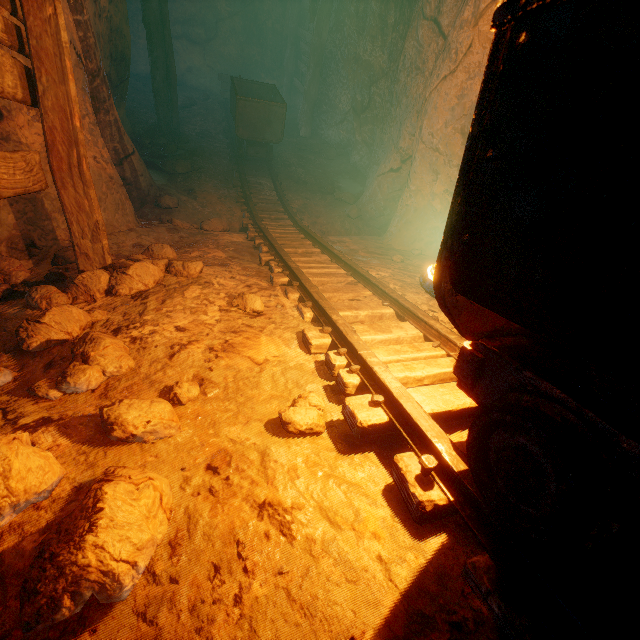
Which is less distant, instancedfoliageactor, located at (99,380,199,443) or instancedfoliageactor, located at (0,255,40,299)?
instancedfoliageactor, located at (99,380,199,443)

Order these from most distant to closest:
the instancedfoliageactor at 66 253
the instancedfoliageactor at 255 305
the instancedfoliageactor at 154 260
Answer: the instancedfoliageactor at 66 253
the instancedfoliageactor at 255 305
the instancedfoliageactor at 154 260

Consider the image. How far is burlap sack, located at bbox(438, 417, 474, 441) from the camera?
1.7m

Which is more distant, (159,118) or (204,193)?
(159,118)

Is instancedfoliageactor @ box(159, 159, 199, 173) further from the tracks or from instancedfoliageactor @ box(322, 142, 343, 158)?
instancedfoliageactor @ box(322, 142, 343, 158)

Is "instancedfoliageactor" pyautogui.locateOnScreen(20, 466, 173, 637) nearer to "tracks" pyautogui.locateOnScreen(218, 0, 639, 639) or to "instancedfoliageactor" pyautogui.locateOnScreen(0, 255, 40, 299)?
"tracks" pyautogui.locateOnScreen(218, 0, 639, 639)

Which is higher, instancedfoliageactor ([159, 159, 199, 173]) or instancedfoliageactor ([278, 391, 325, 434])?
instancedfoliageactor ([278, 391, 325, 434])

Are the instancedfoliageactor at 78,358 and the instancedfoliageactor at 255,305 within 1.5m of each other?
yes
